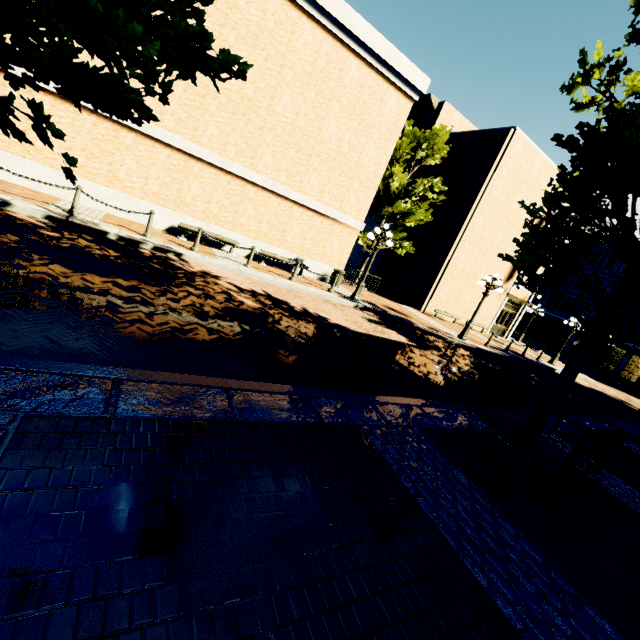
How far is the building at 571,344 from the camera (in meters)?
35.41

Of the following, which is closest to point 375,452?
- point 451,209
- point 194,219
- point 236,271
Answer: point 236,271

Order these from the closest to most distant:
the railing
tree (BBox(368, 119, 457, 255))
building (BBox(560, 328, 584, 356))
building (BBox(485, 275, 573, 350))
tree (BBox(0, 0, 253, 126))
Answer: tree (BBox(0, 0, 253, 126)), the railing, tree (BBox(368, 119, 457, 255)), building (BBox(485, 275, 573, 350)), building (BBox(560, 328, 584, 356))

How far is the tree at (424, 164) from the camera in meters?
17.8

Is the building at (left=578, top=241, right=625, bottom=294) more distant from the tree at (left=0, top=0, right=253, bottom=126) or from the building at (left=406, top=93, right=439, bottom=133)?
the building at (left=406, top=93, right=439, bottom=133)

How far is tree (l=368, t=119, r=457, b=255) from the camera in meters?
17.8

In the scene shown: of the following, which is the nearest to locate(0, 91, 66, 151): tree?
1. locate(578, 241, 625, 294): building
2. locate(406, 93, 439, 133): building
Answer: locate(578, 241, 625, 294): building

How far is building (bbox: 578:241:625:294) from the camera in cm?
3384
